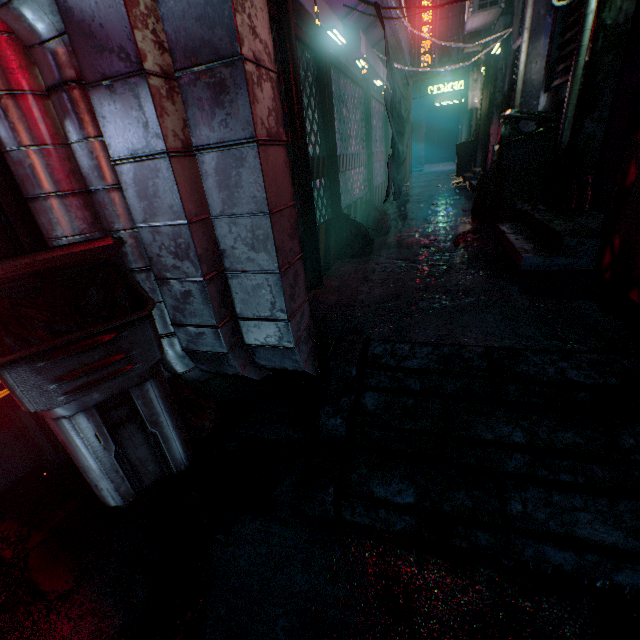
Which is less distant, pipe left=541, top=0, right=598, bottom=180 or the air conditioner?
pipe left=541, top=0, right=598, bottom=180

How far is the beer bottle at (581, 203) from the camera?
2.86m

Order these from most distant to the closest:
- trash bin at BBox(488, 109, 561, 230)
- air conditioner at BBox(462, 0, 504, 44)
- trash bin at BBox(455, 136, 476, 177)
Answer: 1. trash bin at BBox(455, 136, 476, 177)
2. air conditioner at BBox(462, 0, 504, 44)
3. trash bin at BBox(488, 109, 561, 230)

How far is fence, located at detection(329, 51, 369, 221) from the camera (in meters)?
3.16

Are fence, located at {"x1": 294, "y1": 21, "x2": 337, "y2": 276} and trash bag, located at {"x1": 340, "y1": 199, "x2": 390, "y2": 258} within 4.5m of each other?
yes

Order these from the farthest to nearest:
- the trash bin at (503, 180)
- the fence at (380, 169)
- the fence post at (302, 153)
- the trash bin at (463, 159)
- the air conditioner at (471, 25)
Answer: the trash bin at (463, 159)
the air conditioner at (471, 25)
the fence at (380, 169)
the trash bin at (503, 180)
the fence post at (302, 153)

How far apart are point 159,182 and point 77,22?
0.57m

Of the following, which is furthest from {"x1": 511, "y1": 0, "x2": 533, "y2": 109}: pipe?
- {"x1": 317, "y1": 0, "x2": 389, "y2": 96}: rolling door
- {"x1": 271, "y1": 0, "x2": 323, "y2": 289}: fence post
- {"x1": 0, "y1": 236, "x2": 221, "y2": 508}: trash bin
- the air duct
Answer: {"x1": 0, "y1": 236, "x2": 221, "y2": 508}: trash bin
